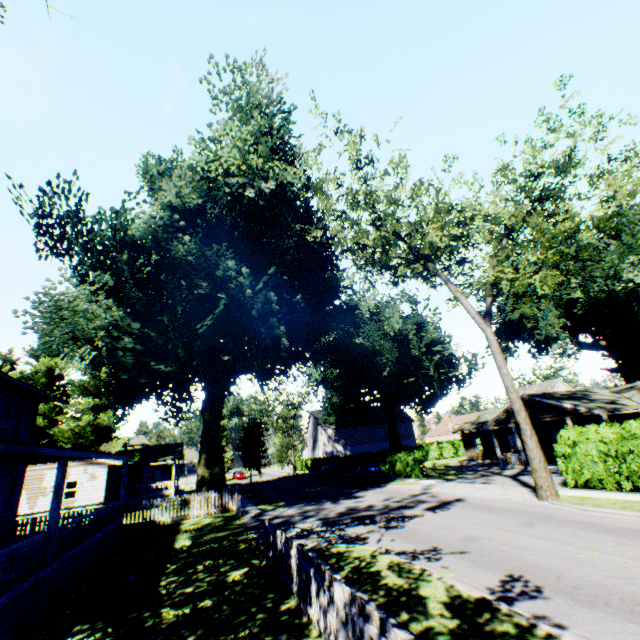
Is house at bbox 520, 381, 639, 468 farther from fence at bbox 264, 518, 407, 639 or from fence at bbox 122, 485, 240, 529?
fence at bbox 122, 485, 240, 529

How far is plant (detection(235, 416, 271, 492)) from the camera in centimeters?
3456cm

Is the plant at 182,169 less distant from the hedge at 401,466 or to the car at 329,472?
the hedge at 401,466

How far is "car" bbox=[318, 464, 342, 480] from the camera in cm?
3799

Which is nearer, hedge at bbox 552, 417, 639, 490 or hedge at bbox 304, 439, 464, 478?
hedge at bbox 552, 417, 639, 490

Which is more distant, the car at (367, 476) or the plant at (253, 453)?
the plant at (253, 453)

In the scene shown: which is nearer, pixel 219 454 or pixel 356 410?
pixel 219 454

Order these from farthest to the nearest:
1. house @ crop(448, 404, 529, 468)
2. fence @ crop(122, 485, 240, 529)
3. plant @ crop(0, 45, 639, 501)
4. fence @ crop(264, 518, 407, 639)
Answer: house @ crop(448, 404, 529, 468) → fence @ crop(122, 485, 240, 529) → plant @ crop(0, 45, 639, 501) → fence @ crop(264, 518, 407, 639)
